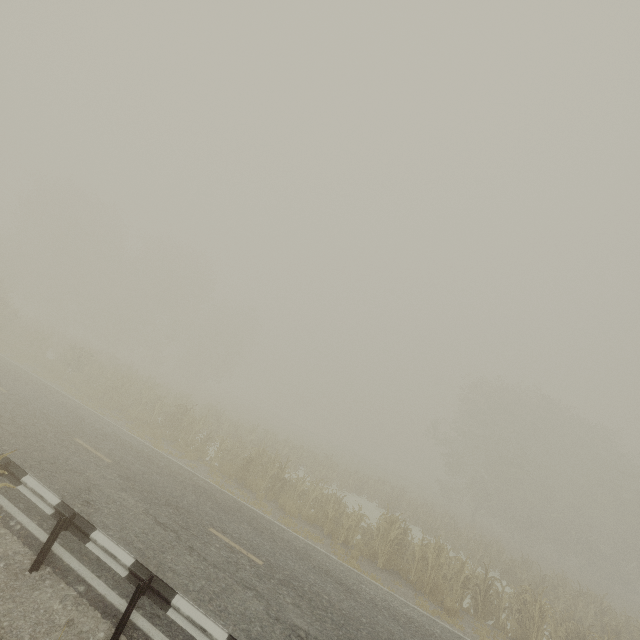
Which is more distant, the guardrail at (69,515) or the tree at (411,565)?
the tree at (411,565)

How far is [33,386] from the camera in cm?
1454

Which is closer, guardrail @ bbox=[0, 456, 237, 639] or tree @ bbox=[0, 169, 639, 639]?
guardrail @ bbox=[0, 456, 237, 639]
